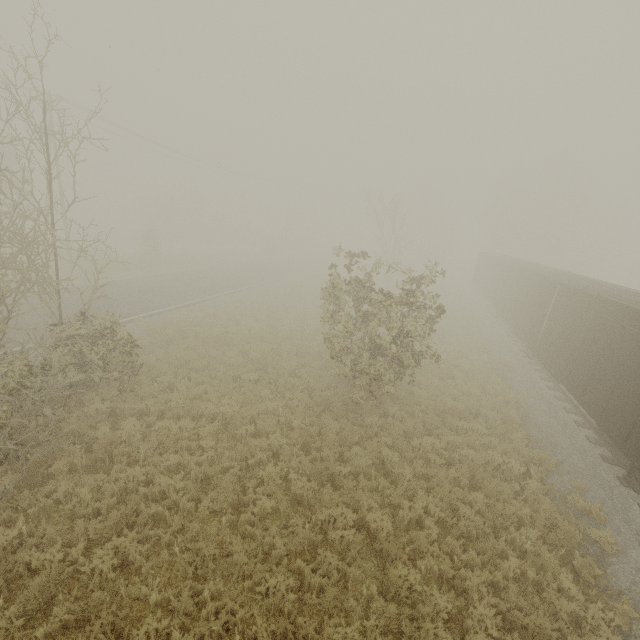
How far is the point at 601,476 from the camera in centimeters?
950cm
